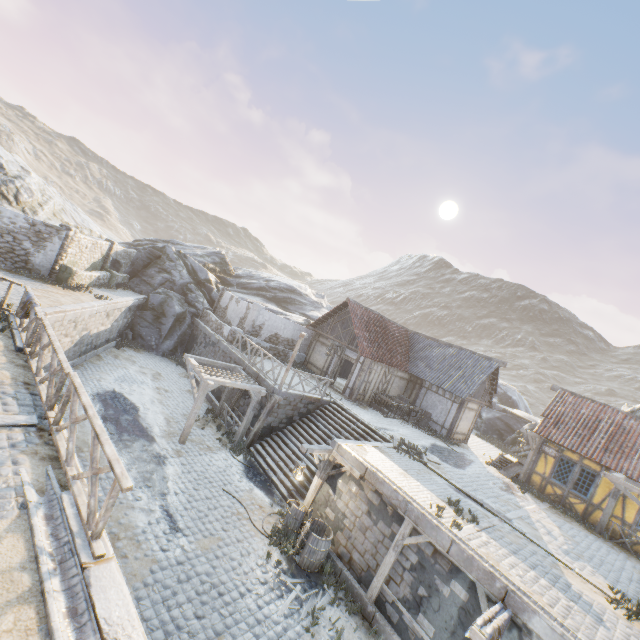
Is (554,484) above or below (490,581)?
above

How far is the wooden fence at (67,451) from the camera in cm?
425

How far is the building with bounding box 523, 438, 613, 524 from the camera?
15.11m

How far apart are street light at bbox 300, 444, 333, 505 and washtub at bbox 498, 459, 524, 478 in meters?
11.8 m

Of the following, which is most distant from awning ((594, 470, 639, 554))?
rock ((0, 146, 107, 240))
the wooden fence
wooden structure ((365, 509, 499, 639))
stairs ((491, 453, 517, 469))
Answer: the wooden fence

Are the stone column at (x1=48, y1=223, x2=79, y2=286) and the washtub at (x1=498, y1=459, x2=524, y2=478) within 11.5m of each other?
no

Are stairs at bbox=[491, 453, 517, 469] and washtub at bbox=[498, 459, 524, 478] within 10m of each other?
yes

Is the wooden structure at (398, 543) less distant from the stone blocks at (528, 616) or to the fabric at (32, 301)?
the stone blocks at (528, 616)
